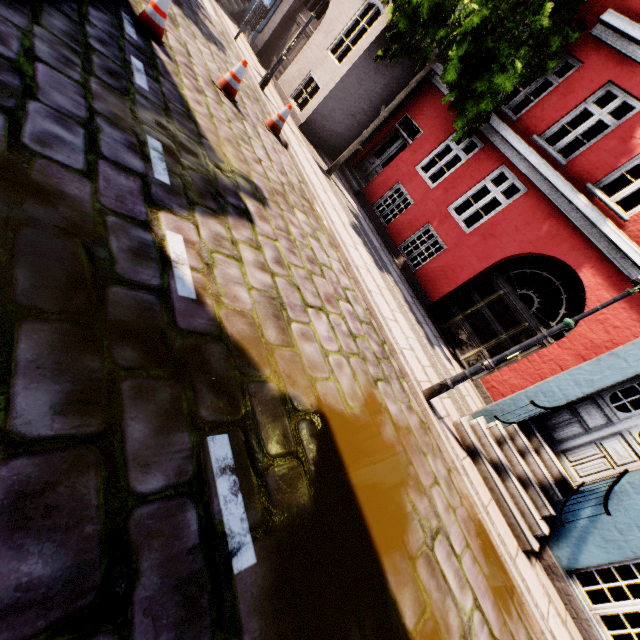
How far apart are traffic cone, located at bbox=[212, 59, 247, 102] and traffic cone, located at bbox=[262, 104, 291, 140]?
0.9m

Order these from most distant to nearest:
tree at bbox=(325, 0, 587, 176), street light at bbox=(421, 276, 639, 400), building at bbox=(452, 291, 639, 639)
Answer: tree at bbox=(325, 0, 587, 176), building at bbox=(452, 291, 639, 639), street light at bbox=(421, 276, 639, 400)

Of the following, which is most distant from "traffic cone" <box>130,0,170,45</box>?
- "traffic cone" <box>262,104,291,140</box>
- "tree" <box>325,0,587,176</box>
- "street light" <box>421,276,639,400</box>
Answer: "street light" <box>421,276,639,400</box>

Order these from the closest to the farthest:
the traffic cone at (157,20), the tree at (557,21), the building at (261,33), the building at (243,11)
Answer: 1. the traffic cone at (157,20)
2. the tree at (557,21)
3. the building at (261,33)
4. the building at (243,11)

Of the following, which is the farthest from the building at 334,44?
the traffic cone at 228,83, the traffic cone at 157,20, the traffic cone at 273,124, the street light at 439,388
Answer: the traffic cone at 157,20

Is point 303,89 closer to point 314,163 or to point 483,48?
point 314,163

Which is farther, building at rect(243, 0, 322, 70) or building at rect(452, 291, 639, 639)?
building at rect(243, 0, 322, 70)
